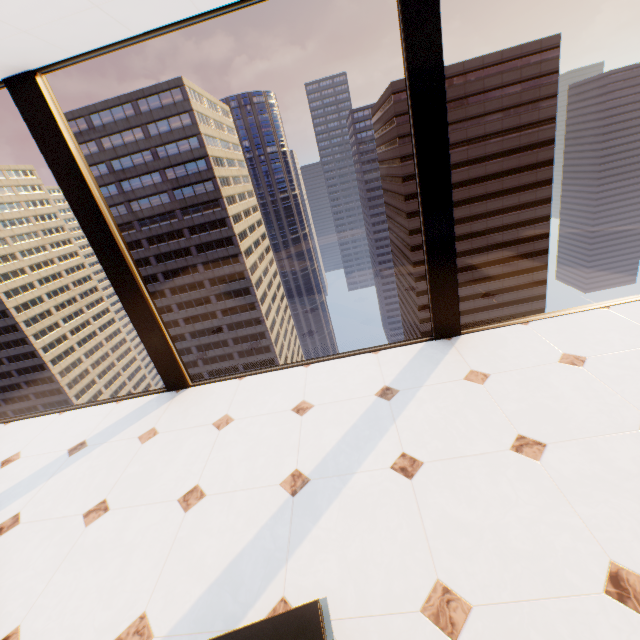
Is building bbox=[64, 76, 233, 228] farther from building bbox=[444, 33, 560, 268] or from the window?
the window

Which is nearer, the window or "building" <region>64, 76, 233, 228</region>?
the window

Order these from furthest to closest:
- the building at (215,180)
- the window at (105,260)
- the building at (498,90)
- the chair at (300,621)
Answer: the building at (215,180) → the building at (498,90) → the window at (105,260) → the chair at (300,621)

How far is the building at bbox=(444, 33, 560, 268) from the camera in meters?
47.6

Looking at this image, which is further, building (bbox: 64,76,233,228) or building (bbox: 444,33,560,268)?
building (bbox: 64,76,233,228)

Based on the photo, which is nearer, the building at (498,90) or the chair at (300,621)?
the chair at (300,621)

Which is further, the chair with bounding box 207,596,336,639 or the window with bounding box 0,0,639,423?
the window with bounding box 0,0,639,423

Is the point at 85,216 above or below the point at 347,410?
above
